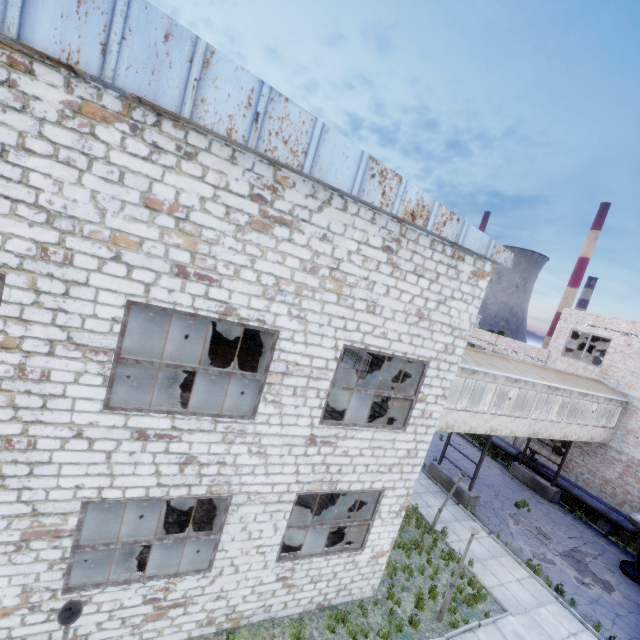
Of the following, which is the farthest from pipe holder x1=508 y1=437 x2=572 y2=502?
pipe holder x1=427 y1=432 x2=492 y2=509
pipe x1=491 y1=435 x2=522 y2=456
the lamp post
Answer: the lamp post

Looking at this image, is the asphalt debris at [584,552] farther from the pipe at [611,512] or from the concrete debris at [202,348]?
the concrete debris at [202,348]

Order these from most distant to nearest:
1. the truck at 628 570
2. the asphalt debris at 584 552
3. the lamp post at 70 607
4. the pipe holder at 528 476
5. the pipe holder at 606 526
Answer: the pipe holder at 528 476, the pipe holder at 606 526, the asphalt debris at 584 552, the truck at 628 570, the lamp post at 70 607

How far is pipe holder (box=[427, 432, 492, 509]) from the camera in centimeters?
1659cm

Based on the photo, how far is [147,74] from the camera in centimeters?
474cm

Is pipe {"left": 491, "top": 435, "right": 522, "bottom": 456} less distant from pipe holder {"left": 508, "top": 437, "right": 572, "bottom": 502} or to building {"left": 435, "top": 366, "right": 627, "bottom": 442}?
pipe holder {"left": 508, "top": 437, "right": 572, "bottom": 502}

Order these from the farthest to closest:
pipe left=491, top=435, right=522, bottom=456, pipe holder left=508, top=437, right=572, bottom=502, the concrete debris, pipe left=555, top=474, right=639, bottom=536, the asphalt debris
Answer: pipe left=491, top=435, right=522, bottom=456, pipe holder left=508, top=437, right=572, bottom=502, pipe left=555, top=474, right=639, bottom=536, the asphalt debris, the concrete debris

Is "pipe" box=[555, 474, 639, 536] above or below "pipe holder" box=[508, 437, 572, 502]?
above
